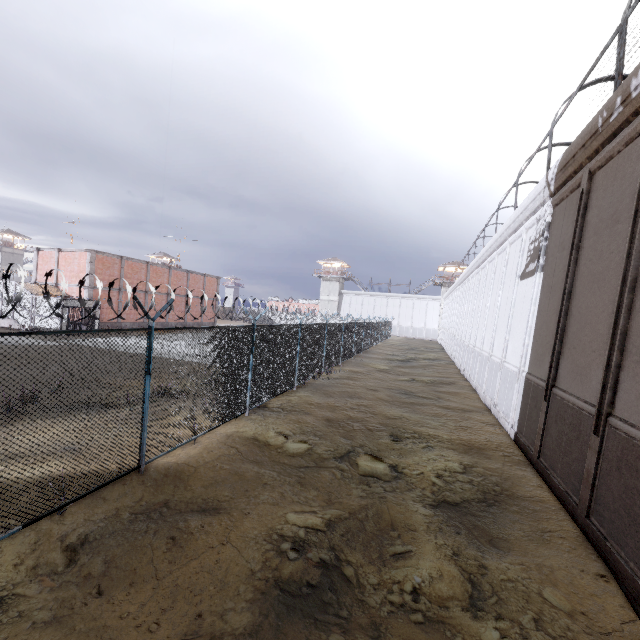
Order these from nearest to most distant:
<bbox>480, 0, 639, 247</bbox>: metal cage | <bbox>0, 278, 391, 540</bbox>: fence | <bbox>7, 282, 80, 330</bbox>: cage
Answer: <bbox>0, 278, 391, 540</bbox>: fence → <bbox>480, 0, 639, 247</bbox>: metal cage → <bbox>7, 282, 80, 330</bbox>: cage

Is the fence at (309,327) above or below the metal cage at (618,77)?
below

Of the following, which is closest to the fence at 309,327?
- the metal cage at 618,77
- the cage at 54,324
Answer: the cage at 54,324

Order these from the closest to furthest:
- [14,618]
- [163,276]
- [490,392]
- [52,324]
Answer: [14,618] → [490,392] → [52,324] → [163,276]

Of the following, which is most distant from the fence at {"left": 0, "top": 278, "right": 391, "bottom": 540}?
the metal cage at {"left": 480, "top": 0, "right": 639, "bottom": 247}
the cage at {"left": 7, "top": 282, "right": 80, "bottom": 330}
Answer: the metal cage at {"left": 480, "top": 0, "right": 639, "bottom": 247}

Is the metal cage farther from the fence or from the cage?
the cage
